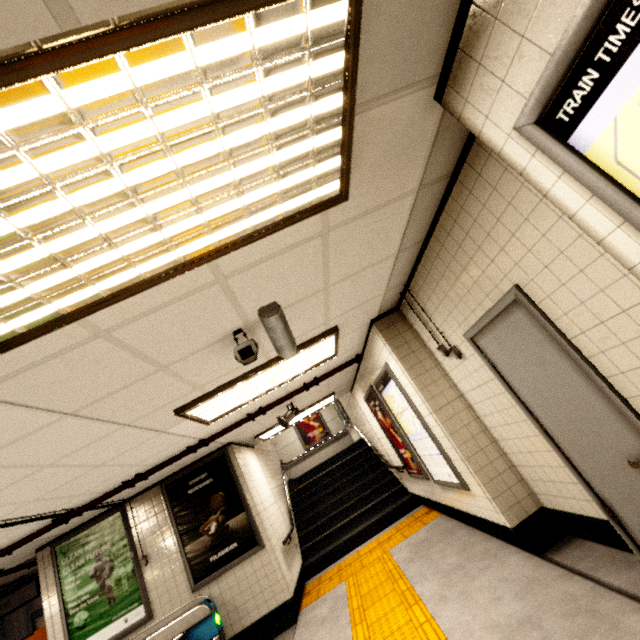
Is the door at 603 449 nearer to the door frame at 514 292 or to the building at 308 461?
the door frame at 514 292

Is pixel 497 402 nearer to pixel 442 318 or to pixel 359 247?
pixel 442 318

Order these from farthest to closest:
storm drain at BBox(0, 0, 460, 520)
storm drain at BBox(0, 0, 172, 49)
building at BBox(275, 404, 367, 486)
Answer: building at BBox(275, 404, 367, 486) < storm drain at BBox(0, 0, 460, 520) < storm drain at BBox(0, 0, 172, 49)

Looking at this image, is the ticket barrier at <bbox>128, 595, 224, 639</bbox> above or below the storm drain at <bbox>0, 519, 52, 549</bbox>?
below

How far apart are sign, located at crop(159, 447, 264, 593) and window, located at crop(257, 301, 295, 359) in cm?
414

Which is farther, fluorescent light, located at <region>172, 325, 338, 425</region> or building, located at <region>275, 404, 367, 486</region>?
building, located at <region>275, 404, 367, 486</region>

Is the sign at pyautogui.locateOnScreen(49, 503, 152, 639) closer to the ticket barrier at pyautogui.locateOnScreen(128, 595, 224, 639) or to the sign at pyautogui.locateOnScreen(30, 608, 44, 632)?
the ticket barrier at pyautogui.locateOnScreen(128, 595, 224, 639)

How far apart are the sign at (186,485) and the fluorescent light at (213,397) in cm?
205
